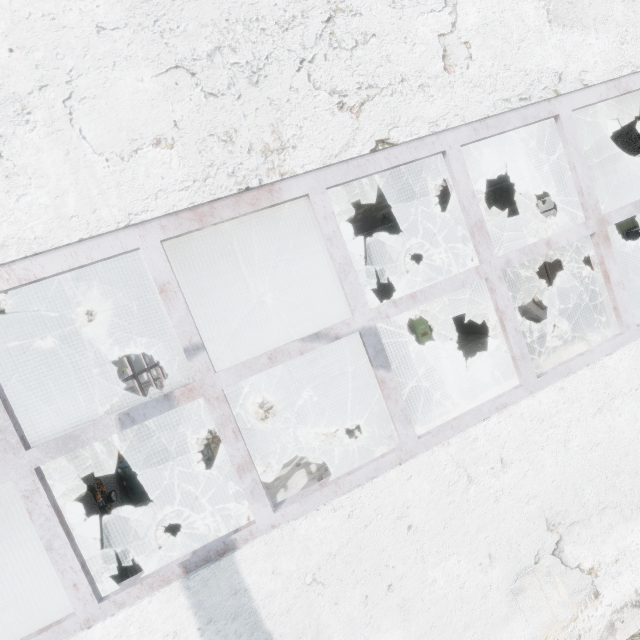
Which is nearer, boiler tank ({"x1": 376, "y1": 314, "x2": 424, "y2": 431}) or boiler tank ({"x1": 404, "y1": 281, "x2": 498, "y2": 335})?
boiler tank ({"x1": 376, "y1": 314, "x2": 424, "y2": 431})

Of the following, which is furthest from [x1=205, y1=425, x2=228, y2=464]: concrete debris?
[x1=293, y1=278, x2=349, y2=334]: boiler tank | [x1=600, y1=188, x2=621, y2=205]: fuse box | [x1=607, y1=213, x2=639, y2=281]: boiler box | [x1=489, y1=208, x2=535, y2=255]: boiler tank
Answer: [x1=600, y1=188, x2=621, y2=205]: fuse box

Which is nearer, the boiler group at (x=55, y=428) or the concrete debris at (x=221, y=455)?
the boiler group at (x=55, y=428)

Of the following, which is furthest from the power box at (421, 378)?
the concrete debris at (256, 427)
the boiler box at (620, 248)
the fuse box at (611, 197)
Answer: the fuse box at (611, 197)

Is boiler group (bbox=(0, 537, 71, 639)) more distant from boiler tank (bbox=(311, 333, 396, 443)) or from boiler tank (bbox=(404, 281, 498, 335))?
boiler tank (bbox=(404, 281, 498, 335))

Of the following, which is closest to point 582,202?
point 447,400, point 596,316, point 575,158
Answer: point 575,158

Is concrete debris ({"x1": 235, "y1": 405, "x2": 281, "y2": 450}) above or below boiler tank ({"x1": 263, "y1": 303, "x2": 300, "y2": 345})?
below

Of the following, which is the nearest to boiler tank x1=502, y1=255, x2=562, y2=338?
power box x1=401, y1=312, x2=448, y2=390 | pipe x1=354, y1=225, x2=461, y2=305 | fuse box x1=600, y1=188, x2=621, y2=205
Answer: power box x1=401, y1=312, x2=448, y2=390
